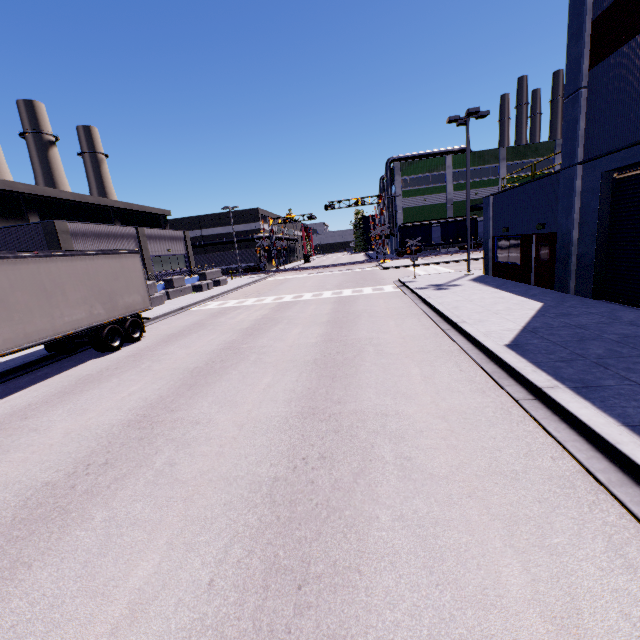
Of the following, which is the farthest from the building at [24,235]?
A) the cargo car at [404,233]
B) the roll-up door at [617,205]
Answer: the cargo car at [404,233]

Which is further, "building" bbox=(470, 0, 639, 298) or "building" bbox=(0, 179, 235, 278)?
"building" bbox=(0, 179, 235, 278)

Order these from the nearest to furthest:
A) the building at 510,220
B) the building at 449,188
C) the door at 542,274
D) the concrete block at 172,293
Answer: the building at 510,220 < the door at 542,274 < the concrete block at 172,293 < the building at 449,188

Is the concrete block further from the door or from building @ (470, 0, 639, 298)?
the door

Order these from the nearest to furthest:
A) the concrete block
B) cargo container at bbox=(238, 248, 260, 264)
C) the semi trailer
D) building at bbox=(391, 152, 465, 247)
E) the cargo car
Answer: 1. the semi trailer
2. the concrete block
3. the cargo car
4. building at bbox=(391, 152, 465, 247)
5. cargo container at bbox=(238, 248, 260, 264)

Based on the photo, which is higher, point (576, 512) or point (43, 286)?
point (43, 286)

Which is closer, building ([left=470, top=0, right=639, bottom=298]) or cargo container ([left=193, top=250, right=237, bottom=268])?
building ([left=470, top=0, right=639, bottom=298])

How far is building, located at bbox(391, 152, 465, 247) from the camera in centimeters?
5094cm
